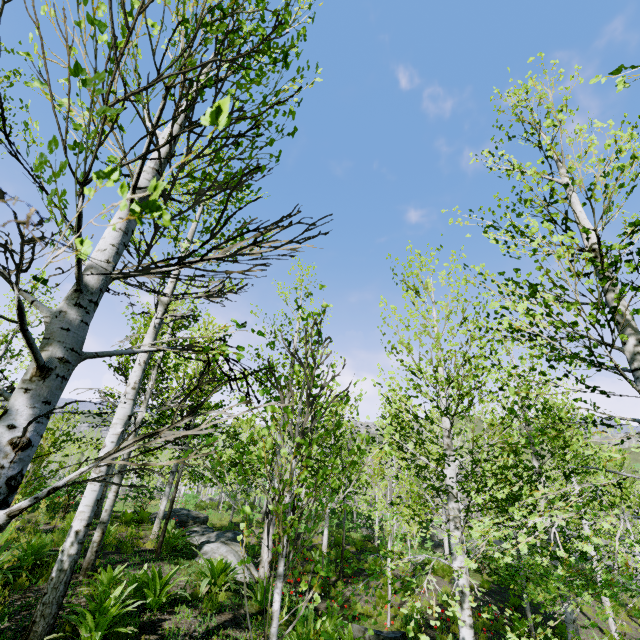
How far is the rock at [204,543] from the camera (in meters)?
9.12

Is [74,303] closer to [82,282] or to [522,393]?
[82,282]

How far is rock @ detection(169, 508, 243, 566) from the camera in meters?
9.1 m

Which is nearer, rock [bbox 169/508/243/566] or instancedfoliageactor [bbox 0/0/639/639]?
instancedfoliageactor [bbox 0/0/639/639]

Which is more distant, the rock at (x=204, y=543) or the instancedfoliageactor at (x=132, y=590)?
the rock at (x=204, y=543)
